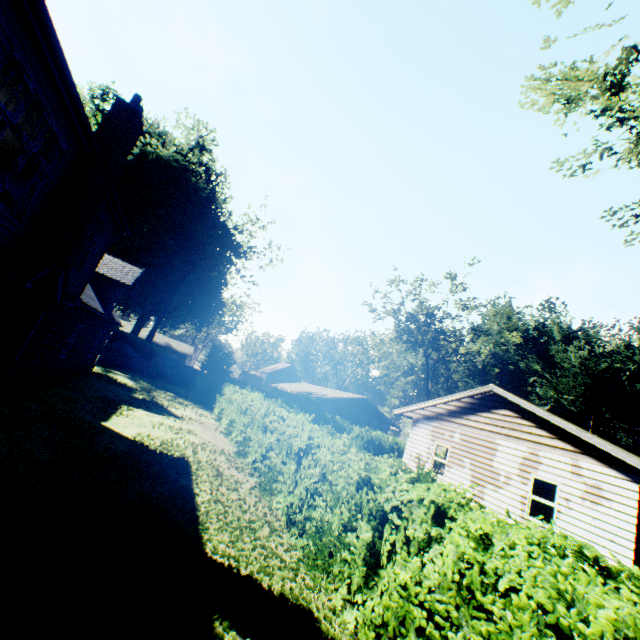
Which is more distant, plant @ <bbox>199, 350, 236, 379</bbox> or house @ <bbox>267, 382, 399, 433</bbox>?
house @ <bbox>267, 382, 399, 433</bbox>

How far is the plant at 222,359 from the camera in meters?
34.4 m

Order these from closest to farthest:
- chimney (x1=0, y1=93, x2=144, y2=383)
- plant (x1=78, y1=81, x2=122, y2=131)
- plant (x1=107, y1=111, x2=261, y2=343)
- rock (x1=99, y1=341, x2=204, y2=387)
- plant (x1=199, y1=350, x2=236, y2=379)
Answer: chimney (x1=0, y1=93, x2=144, y2=383), rock (x1=99, y1=341, x2=204, y2=387), plant (x1=78, y1=81, x2=122, y2=131), plant (x1=199, y1=350, x2=236, y2=379), plant (x1=107, y1=111, x2=261, y2=343)

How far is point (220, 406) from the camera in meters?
20.4

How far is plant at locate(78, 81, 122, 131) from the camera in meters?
33.9

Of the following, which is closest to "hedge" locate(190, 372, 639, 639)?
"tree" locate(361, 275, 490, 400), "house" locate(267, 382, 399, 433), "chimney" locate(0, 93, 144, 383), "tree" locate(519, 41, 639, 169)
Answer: "tree" locate(519, 41, 639, 169)

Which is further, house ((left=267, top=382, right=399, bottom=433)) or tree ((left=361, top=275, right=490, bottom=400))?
tree ((left=361, top=275, right=490, bottom=400))

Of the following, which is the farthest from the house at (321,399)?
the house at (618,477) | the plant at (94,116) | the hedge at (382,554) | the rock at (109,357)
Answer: the house at (618,477)
